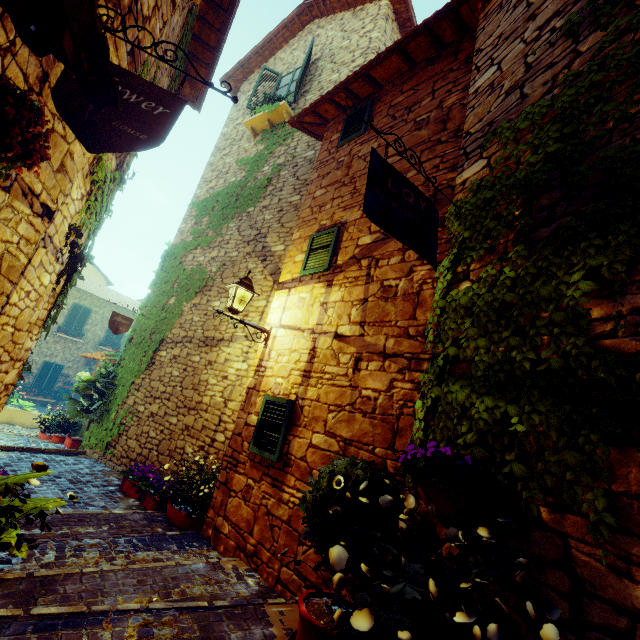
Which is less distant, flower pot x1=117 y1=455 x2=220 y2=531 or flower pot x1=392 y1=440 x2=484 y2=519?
flower pot x1=392 y1=440 x2=484 y2=519

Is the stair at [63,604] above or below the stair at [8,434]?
above

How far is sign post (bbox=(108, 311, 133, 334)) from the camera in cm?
740

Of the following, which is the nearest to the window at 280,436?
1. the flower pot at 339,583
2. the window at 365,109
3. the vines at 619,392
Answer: the vines at 619,392

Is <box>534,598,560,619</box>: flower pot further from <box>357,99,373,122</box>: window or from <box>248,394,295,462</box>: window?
<box>357,99,373,122</box>: window

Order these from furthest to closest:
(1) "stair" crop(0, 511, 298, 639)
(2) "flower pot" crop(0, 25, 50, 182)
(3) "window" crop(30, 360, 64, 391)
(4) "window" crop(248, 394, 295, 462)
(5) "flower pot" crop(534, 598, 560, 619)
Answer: (3) "window" crop(30, 360, 64, 391)
(4) "window" crop(248, 394, 295, 462)
(1) "stair" crop(0, 511, 298, 639)
(5) "flower pot" crop(534, 598, 560, 619)
(2) "flower pot" crop(0, 25, 50, 182)

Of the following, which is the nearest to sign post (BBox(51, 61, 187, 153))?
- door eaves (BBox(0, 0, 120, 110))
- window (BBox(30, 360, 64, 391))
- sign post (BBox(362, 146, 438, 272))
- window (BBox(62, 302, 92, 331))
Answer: door eaves (BBox(0, 0, 120, 110))

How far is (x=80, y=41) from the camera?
1.0 meters
